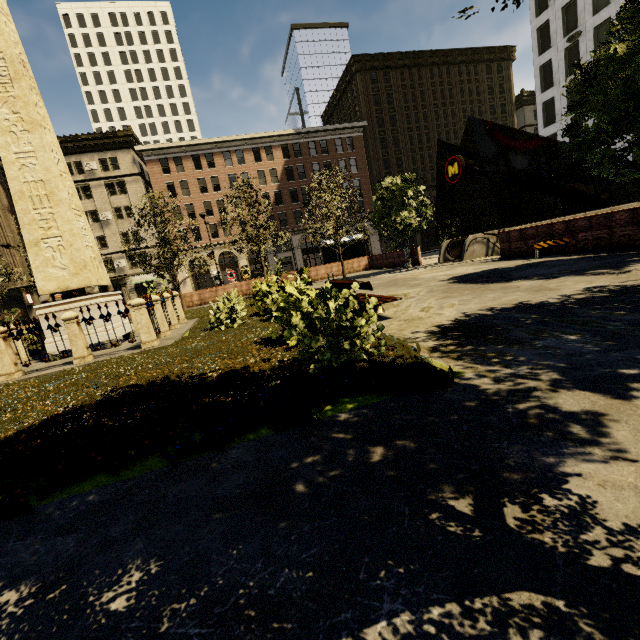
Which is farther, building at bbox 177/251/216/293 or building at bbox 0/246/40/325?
building at bbox 177/251/216/293

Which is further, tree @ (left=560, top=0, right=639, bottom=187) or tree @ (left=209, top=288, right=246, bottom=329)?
tree @ (left=209, top=288, right=246, bottom=329)

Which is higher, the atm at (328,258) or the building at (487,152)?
the building at (487,152)

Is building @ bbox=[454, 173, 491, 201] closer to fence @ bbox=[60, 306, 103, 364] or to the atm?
the atm

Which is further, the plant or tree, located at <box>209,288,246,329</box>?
tree, located at <box>209,288,246,329</box>

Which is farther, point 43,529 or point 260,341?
point 260,341

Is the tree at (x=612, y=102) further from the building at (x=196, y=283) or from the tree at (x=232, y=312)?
the tree at (x=232, y=312)

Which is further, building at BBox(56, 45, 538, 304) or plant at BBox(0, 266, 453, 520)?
building at BBox(56, 45, 538, 304)
